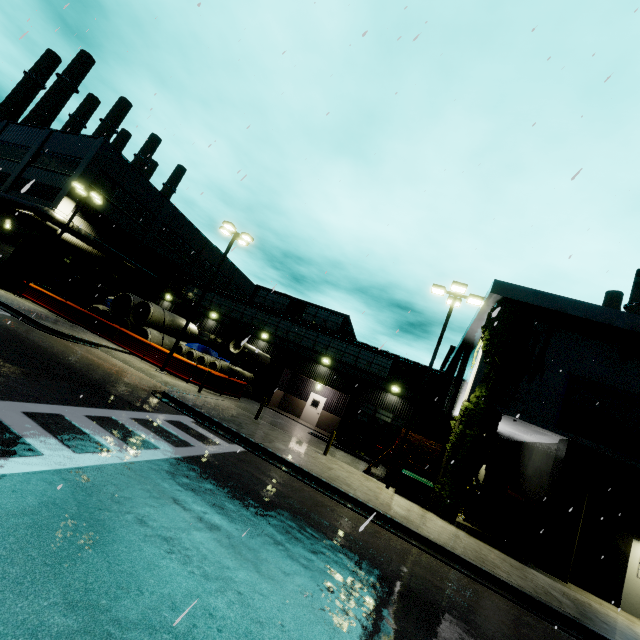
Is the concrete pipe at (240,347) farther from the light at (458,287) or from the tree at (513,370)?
the light at (458,287)

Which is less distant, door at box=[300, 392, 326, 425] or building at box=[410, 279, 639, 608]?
building at box=[410, 279, 639, 608]

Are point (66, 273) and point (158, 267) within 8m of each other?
no

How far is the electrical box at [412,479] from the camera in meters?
13.5 m

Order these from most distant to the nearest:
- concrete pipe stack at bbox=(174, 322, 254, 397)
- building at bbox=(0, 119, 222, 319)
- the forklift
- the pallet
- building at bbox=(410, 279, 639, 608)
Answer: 1. building at bbox=(0, 119, 222, 319)
2. concrete pipe stack at bbox=(174, 322, 254, 397)
3. the forklift
4. the pallet
5. building at bbox=(410, 279, 639, 608)

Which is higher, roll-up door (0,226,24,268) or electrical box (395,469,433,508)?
roll-up door (0,226,24,268)

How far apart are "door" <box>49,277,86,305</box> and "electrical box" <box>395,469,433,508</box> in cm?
1950

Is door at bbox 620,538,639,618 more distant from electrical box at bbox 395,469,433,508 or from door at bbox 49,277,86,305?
door at bbox 49,277,86,305
